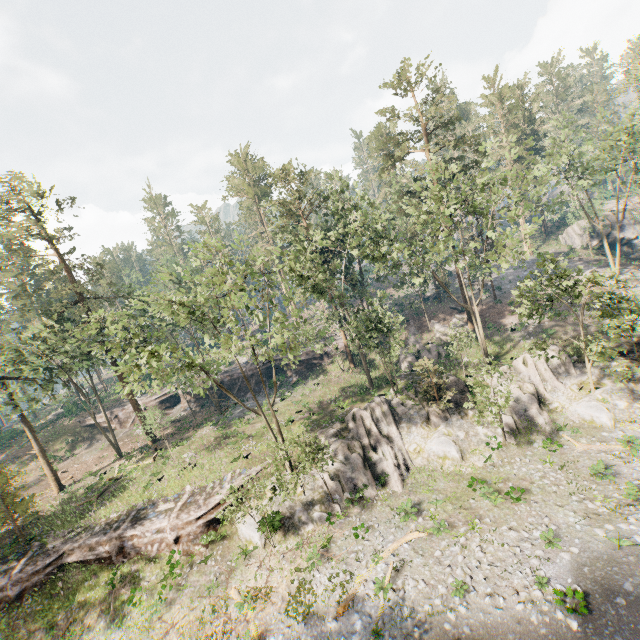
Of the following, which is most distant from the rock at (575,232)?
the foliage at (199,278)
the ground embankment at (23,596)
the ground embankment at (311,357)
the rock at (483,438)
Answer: the ground embankment at (23,596)

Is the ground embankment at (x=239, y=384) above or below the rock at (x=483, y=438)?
above

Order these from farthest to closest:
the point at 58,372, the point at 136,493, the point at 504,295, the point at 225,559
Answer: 1. the point at 504,295
2. the point at 58,372
3. the point at 136,493
4. the point at 225,559

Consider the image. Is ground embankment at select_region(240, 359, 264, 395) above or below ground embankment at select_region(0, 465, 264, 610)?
above

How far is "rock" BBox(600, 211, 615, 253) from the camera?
46.8 meters

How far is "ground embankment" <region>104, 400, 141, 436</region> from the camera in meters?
47.4

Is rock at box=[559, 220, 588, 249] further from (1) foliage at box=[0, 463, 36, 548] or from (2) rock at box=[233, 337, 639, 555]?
(1) foliage at box=[0, 463, 36, 548]

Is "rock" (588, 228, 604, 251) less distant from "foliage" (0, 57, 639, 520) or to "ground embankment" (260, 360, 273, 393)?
"foliage" (0, 57, 639, 520)
